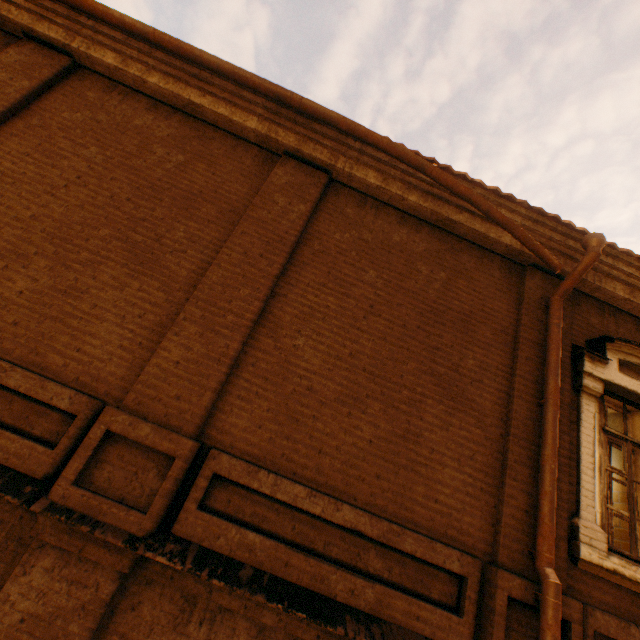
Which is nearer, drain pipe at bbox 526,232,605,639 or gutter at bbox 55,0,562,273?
drain pipe at bbox 526,232,605,639

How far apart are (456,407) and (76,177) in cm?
546

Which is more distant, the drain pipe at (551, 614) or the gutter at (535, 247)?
the gutter at (535, 247)
